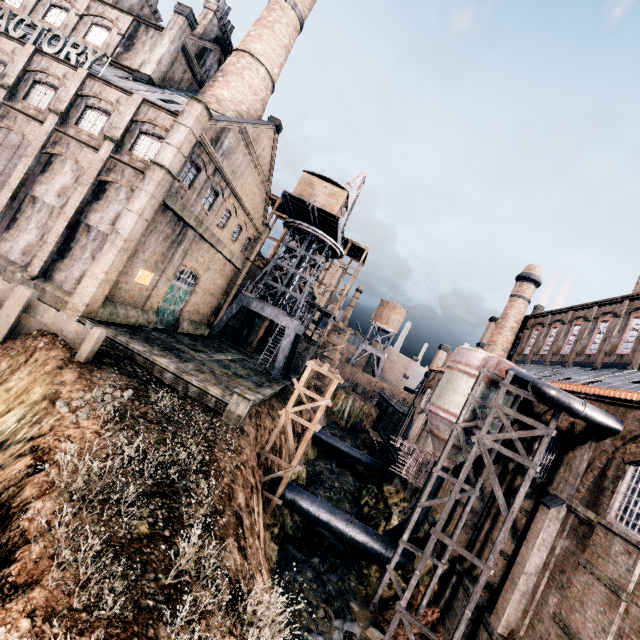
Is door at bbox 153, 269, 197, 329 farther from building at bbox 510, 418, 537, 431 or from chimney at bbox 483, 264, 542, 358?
chimney at bbox 483, 264, 542, 358

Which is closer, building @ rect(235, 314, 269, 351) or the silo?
the silo

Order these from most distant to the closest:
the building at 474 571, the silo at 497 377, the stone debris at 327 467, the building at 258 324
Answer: the building at 258 324
the stone debris at 327 467
the building at 474 571
the silo at 497 377

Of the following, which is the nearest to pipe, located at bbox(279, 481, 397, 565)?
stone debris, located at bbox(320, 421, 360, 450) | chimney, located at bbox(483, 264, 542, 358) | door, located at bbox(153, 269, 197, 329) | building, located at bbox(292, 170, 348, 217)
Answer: stone debris, located at bbox(320, 421, 360, 450)

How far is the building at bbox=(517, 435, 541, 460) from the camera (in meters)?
19.48

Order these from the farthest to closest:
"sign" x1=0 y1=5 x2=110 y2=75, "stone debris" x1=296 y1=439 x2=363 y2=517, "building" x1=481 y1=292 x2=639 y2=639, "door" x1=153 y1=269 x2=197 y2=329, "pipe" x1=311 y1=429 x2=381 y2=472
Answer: "pipe" x1=311 y1=429 x2=381 y2=472 → "stone debris" x1=296 y1=439 x2=363 y2=517 → "door" x1=153 y1=269 x2=197 y2=329 → "sign" x1=0 y1=5 x2=110 y2=75 → "building" x1=481 y1=292 x2=639 y2=639

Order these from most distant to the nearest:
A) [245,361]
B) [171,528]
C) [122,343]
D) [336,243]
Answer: [336,243] < [245,361] < [122,343] < [171,528]

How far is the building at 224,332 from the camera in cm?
4591
